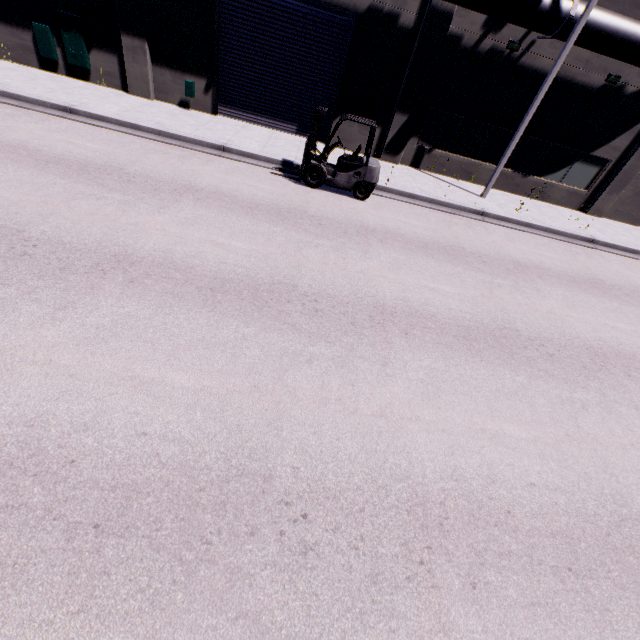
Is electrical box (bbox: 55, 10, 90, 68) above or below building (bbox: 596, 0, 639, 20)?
below

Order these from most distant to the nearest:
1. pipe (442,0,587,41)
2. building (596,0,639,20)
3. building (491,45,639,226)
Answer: building (491,45,639,226) < building (596,0,639,20) < pipe (442,0,587,41)

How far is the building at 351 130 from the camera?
14.11m

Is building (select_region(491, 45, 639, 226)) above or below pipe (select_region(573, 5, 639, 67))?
below

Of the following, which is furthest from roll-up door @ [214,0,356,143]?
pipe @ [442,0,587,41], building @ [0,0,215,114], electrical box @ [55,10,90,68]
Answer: electrical box @ [55,10,90,68]

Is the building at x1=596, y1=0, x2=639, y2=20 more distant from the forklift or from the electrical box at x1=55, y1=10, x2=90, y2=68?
the forklift

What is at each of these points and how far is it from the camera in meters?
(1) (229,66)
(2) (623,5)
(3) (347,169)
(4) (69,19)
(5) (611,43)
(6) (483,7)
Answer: (1) roll-up door, 13.1
(2) building, 11.5
(3) forklift, 10.4
(4) electrical box, 11.9
(5) pipe, 11.1
(6) pipe, 10.7

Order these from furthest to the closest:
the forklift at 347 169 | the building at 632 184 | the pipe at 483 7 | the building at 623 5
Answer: the building at 632 184 < the building at 623 5 < the pipe at 483 7 < the forklift at 347 169
